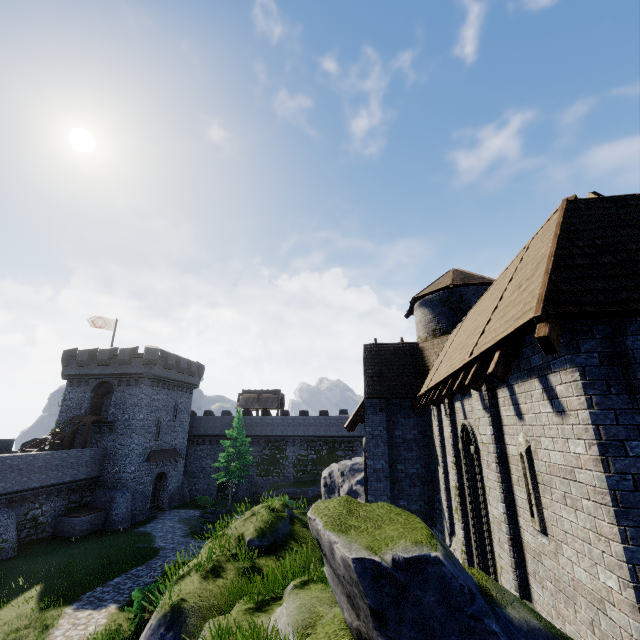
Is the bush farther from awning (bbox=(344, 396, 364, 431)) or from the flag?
the flag

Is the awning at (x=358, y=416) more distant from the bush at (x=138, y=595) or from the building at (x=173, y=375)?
the building at (x=173, y=375)

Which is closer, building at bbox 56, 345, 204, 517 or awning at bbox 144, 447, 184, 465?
building at bbox 56, 345, 204, 517

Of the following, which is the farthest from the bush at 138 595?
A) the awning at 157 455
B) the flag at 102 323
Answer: the flag at 102 323

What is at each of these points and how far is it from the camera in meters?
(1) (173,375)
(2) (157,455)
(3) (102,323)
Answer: (1) building, 38.2
(2) awning, 34.9
(3) flag, 36.5

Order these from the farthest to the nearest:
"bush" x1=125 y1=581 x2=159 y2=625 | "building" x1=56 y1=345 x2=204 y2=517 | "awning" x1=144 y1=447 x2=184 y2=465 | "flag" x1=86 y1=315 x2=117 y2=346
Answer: "flag" x1=86 y1=315 x2=117 y2=346 < "awning" x1=144 y1=447 x2=184 y2=465 < "building" x1=56 y1=345 x2=204 y2=517 < "bush" x1=125 y1=581 x2=159 y2=625

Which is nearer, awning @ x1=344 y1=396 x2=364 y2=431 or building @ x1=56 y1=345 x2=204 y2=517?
awning @ x1=344 y1=396 x2=364 y2=431

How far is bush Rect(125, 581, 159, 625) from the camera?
14.72m
